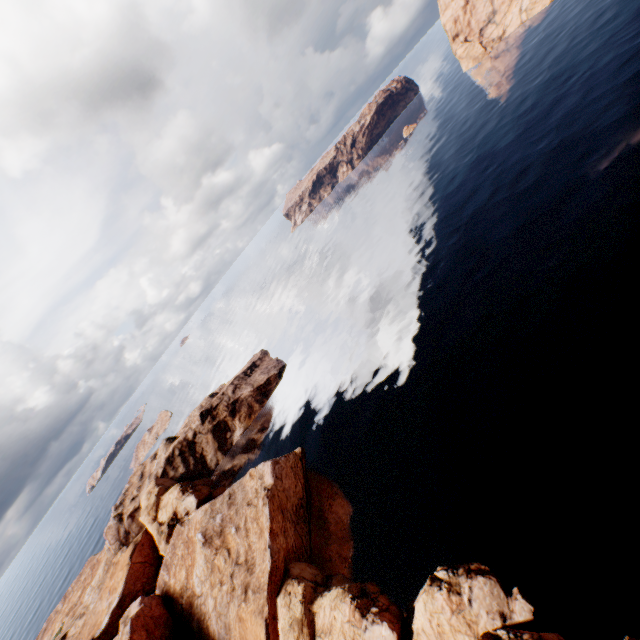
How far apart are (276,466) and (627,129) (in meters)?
60.83
